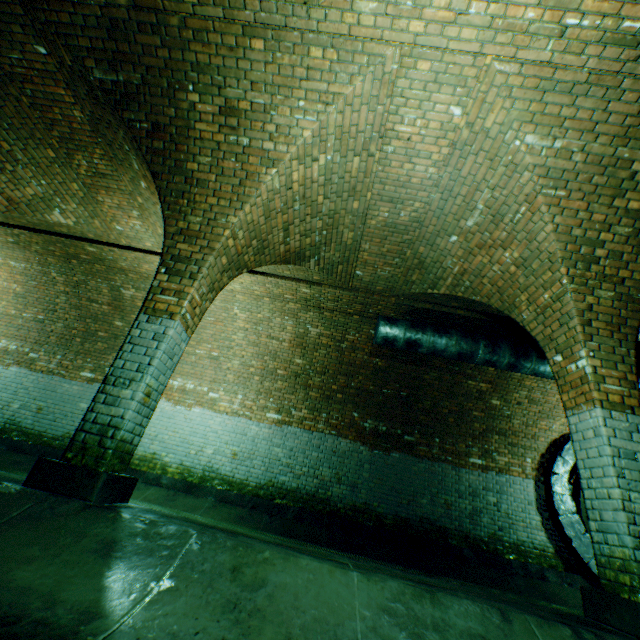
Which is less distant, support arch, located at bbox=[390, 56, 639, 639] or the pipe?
support arch, located at bbox=[390, 56, 639, 639]

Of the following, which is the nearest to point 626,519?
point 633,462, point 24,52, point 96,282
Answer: point 633,462

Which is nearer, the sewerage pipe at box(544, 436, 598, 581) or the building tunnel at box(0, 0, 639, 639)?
the building tunnel at box(0, 0, 639, 639)

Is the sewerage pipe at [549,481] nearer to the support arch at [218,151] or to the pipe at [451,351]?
the pipe at [451,351]

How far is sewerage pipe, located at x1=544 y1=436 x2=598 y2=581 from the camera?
6.6 meters

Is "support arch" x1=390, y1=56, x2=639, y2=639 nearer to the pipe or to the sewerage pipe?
the pipe

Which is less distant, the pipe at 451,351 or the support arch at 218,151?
the support arch at 218,151

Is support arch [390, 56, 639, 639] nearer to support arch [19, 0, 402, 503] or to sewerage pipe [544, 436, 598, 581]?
support arch [19, 0, 402, 503]
